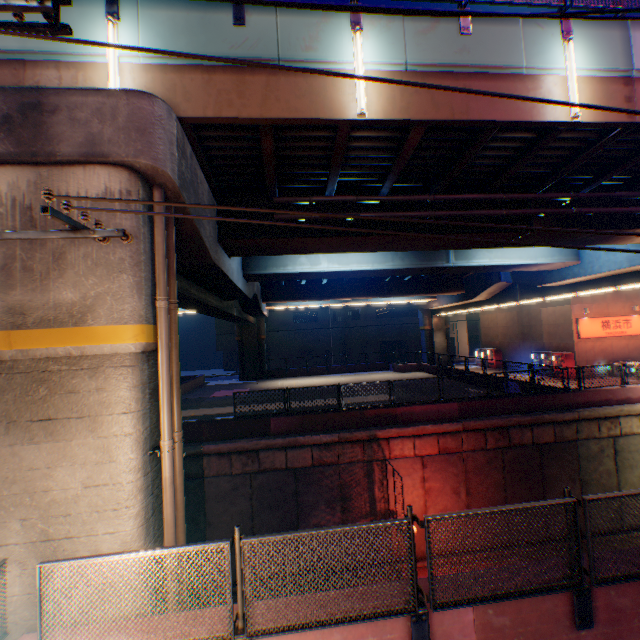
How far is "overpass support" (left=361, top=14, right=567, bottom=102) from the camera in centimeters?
705cm

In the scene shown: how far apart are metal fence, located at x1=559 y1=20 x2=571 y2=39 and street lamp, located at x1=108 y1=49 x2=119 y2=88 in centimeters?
980cm

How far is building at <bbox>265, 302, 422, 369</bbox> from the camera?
47.31m

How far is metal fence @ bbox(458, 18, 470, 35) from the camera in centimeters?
722cm

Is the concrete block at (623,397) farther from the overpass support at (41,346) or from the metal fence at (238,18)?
the metal fence at (238,18)

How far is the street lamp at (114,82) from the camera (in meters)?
6.31

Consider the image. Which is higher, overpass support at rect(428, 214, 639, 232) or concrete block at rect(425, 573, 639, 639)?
overpass support at rect(428, 214, 639, 232)

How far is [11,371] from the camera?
5.3 meters
